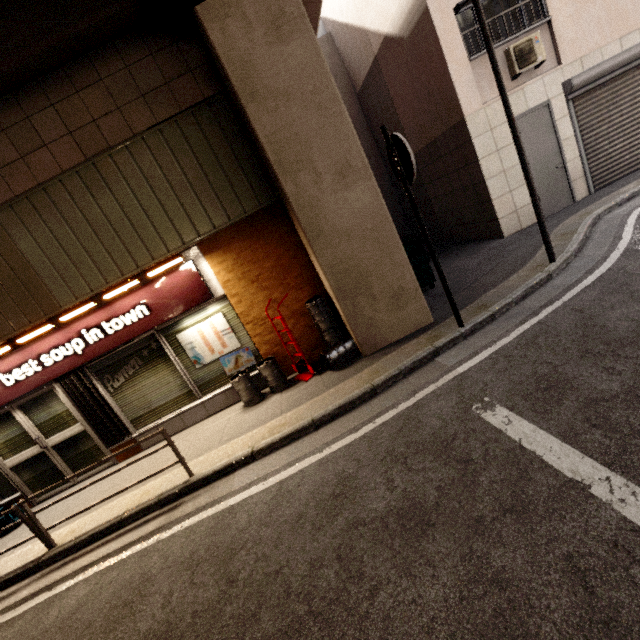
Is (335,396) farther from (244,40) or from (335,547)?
(244,40)

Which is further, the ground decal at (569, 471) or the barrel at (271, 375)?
the barrel at (271, 375)

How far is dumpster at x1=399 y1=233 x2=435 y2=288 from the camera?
6.7 meters

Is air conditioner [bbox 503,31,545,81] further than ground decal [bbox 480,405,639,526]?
Yes

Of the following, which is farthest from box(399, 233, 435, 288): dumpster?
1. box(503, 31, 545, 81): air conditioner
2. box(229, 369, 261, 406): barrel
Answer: box(503, 31, 545, 81): air conditioner

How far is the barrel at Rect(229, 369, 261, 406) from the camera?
5.8m

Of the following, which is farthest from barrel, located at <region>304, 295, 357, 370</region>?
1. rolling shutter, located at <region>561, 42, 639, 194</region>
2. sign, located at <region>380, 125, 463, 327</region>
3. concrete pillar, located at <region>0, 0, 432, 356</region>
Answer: rolling shutter, located at <region>561, 42, 639, 194</region>

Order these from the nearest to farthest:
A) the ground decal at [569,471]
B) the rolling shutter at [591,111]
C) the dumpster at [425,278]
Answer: the ground decal at [569,471], the dumpster at [425,278], the rolling shutter at [591,111]
